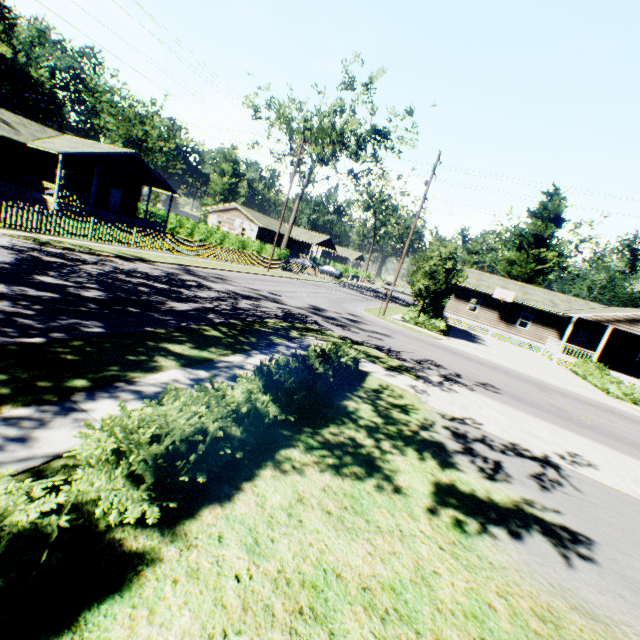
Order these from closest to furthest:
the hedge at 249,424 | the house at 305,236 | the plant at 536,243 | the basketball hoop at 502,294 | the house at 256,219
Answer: the hedge at 249,424 < the basketball hoop at 502,294 < the plant at 536,243 < the house at 256,219 < the house at 305,236

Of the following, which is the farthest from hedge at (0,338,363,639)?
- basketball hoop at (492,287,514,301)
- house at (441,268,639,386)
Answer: basketball hoop at (492,287,514,301)

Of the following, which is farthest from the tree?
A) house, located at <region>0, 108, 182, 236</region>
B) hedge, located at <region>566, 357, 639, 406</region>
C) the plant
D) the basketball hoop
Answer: house, located at <region>0, 108, 182, 236</region>

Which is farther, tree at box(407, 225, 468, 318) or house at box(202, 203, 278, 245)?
house at box(202, 203, 278, 245)

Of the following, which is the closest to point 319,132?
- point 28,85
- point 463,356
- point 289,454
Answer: point 463,356

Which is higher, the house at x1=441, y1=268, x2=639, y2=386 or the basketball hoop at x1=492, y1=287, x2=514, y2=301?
the basketball hoop at x1=492, y1=287, x2=514, y2=301

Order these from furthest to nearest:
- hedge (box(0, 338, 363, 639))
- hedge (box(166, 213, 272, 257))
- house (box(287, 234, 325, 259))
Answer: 1. house (box(287, 234, 325, 259))
2. hedge (box(166, 213, 272, 257))
3. hedge (box(0, 338, 363, 639))

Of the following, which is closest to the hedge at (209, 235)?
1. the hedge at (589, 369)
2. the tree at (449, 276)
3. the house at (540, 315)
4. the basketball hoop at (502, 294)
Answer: the tree at (449, 276)
